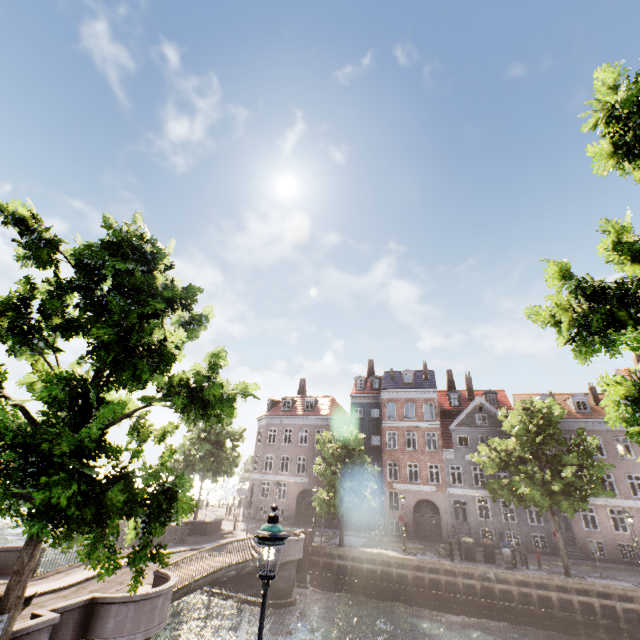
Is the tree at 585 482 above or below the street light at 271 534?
above

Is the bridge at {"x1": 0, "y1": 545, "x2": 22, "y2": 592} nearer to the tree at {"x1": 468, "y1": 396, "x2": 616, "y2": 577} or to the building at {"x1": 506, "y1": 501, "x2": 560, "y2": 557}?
the tree at {"x1": 468, "y1": 396, "x2": 616, "y2": 577}

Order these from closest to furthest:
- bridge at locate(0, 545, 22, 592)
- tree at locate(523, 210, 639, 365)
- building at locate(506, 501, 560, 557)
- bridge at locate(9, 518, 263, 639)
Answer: tree at locate(523, 210, 639, 365)
bridge at locate(9, 518, 263, 639)
bridge at locate(0, 545, 22, 592)
building at locate(506, 501, 560, 557)

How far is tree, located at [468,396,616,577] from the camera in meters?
→ 19.3 m

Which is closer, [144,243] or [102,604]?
[144,243]

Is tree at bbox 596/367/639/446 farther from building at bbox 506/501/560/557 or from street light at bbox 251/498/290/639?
building at bbox 506/501/560/557

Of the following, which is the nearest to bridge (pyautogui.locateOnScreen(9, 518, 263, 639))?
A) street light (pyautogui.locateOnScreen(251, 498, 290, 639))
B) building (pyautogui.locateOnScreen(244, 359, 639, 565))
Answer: street light (pyautogui.locateOnScreen(251, 498, 290, 639))

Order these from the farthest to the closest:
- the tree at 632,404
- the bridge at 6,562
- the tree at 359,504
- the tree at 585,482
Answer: the tree at 359,504 → the tree at 585,482 → the bridge at 6,562 → the tree at 632,404
